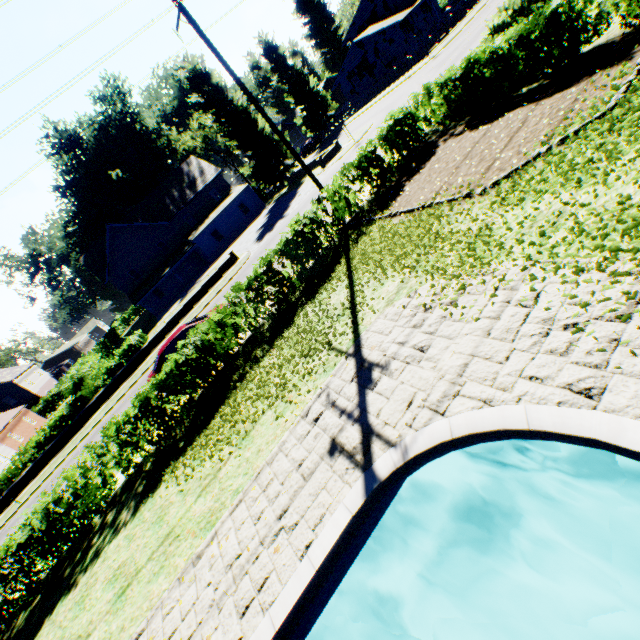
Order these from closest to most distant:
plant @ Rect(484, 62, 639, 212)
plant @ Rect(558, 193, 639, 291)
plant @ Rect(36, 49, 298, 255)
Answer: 1. plant @ Rect(558, 193, 639, 291)
2. plant @ Rect(484, 62, 639, 212)
3. plant @ Rect(36, 49, 298, 255)

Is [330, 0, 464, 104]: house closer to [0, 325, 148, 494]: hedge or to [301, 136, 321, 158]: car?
[301, 136, 321, 158]: car

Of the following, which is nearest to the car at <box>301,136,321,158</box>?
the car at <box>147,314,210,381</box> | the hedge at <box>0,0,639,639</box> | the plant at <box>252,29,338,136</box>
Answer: the plant at <box>252,29,338,136</box>

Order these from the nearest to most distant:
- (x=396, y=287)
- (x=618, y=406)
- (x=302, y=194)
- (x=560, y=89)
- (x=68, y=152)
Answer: (x=618, y=406), (x=396, y=287), (x=560, y=89), (x=302, y=194), (x=68, y=152)

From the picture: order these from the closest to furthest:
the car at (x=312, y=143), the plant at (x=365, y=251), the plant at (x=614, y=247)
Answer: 1. the plant at (x=614, y=247)
2. the plant at (x=365, y=251)
3. the car at (x=312, y=143)

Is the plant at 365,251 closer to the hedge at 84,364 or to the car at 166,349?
the hedge at 84,364

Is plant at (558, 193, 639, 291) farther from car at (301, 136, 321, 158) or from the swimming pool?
the swimming pool

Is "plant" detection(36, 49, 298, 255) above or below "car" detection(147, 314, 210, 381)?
above
